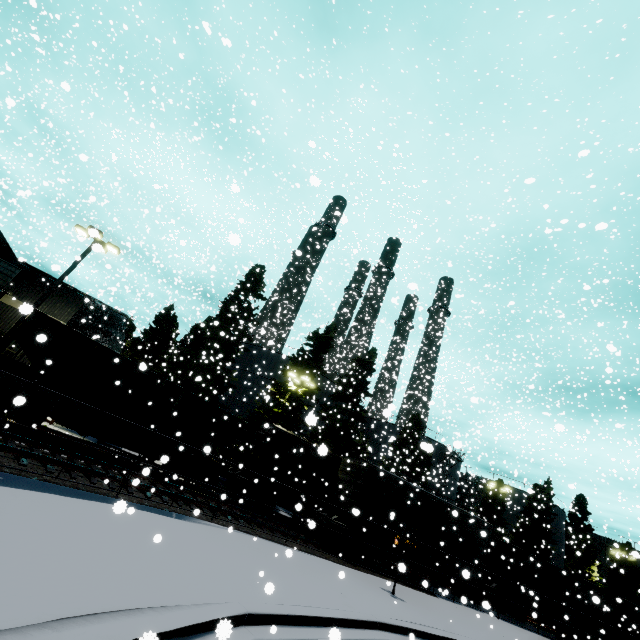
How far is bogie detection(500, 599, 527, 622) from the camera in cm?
2094

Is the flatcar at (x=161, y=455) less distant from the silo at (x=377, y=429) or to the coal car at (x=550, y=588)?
the coal car at (x=550, y=588)

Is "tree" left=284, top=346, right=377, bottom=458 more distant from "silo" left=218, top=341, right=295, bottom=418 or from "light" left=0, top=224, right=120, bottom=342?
"light" left=0, top=224, right=120, bottom=342

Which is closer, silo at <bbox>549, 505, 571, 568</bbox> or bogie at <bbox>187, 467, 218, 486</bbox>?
bogie at <bbox>187, 467, 218, 486</bbox>

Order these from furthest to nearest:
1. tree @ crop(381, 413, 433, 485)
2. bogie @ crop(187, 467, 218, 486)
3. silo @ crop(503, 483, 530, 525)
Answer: silo @ crop(503, 483, 530, 525)
tree @ crop(381, 413, 433, 485)
bogie @ crop(187, 467, 218, 486)

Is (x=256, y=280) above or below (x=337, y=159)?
below

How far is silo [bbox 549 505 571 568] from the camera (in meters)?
45.03

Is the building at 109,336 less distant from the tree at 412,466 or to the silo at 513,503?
the tree at 412,466
